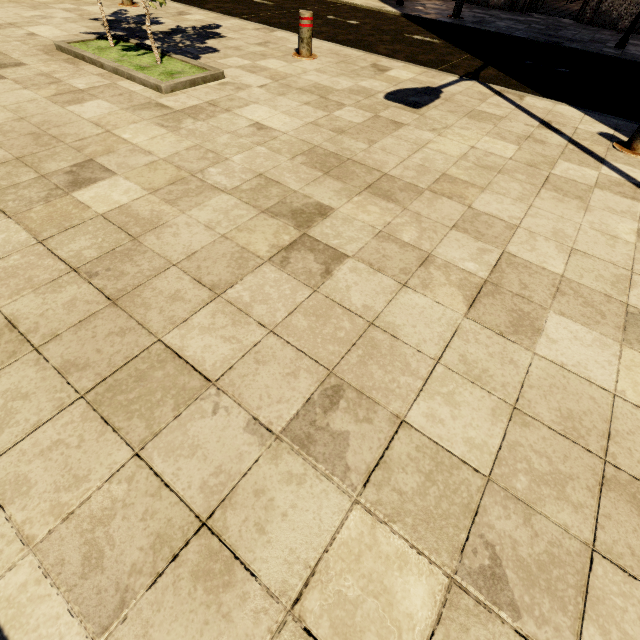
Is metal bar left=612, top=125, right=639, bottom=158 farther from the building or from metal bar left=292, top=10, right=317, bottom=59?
the building

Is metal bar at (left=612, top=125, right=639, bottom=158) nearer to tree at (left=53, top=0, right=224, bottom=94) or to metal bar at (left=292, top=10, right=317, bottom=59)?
metal bar at (left=292, top=10, right=317, bottom=59)

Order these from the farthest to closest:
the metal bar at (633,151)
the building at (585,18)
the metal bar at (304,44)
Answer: the building at (585,18)
the metal bar at (304,44)
the metal bar at (633,151)

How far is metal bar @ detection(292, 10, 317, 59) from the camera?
5.0 meters

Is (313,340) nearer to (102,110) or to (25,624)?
(25,624)

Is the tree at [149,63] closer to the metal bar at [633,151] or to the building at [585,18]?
the metal bar at [633,151]

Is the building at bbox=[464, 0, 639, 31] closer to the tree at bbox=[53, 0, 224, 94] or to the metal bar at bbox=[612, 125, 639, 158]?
the metal bar at bbox=[612, 125, 639, 158]
